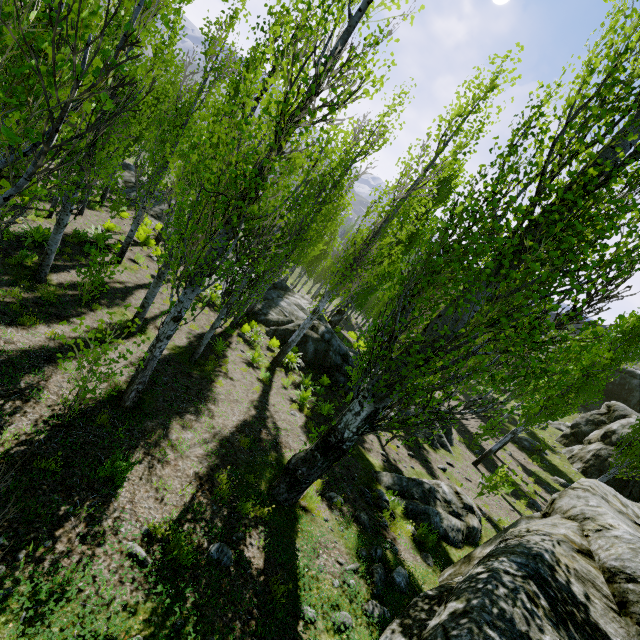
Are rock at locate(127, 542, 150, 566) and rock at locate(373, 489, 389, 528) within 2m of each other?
no

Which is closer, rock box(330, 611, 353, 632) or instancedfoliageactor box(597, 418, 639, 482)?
→ rock box(330, 611, 353, 632)

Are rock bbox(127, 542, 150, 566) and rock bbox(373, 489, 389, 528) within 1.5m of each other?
no

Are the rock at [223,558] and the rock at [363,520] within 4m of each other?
yes

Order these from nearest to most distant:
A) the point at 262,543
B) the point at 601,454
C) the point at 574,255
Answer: the point at 574,255 < the point at 262,543 < the point at 601,454

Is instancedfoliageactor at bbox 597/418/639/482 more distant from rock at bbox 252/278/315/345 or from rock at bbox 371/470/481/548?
rock at bbox 252/278/315/345

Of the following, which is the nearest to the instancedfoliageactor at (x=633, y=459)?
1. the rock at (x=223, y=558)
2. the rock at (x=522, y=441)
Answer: the rock at (x=522, y=441)

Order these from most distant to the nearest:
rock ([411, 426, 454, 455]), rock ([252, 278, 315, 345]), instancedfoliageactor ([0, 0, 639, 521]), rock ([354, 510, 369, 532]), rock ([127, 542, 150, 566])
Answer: rock ([252, 278, 315, 345]), rock ([411, 426, 454, 455]), rock ([354, 510, 369, 532]), rock ([127, 542, 150, 566]), instancedfoliageactor ([0, 0, 639, 521])
